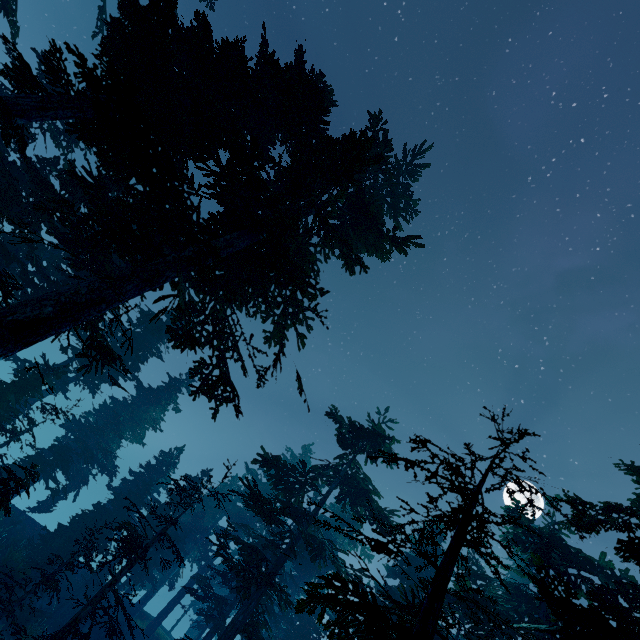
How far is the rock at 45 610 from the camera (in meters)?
18.61

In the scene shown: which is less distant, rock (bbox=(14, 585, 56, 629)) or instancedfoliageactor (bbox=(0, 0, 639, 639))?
instancedfoliageactor (bbox=(0, 0, 639, 639))

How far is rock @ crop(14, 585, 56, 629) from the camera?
18.6m

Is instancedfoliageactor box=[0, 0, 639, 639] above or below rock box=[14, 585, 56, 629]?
above

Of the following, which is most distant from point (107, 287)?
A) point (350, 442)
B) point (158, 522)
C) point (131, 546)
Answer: point (350, 442)

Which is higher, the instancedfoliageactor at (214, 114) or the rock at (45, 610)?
the instancedfoliageactor at (214, 114)
